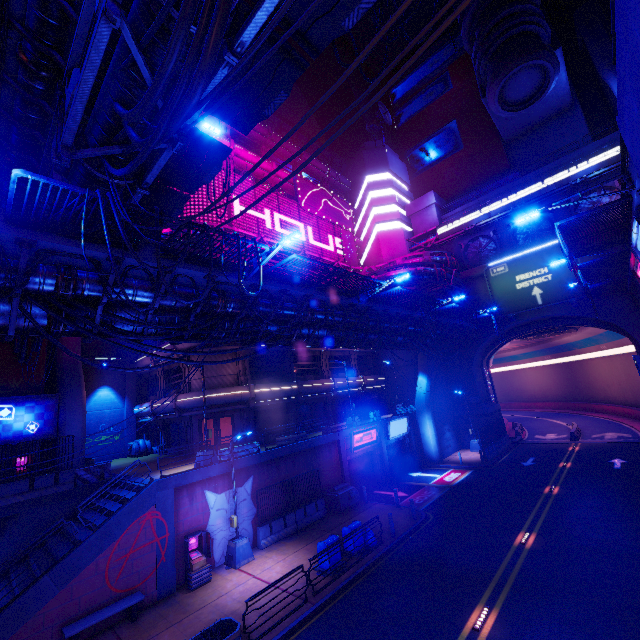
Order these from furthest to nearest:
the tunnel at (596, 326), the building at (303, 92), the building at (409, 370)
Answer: the building at (303, 92)
the building at (409, 370)
the tunnel at (596, 326)

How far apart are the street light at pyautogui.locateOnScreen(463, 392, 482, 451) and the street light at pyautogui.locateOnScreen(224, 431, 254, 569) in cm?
2373

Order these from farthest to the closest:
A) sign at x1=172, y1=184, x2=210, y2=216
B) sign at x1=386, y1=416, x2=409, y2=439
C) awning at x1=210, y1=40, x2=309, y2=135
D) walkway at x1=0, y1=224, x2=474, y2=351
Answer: sign at x1=386, y1=416, x2=409, y2=439 → sign at x1=172, y1=184, x2=210, y2=216 → awning at x1=210, y1=40, x2=309, y2=135 → walkway at x1=0, y1=224, x2=474, y2=351

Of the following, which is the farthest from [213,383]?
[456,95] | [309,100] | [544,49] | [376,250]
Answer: [309,100]

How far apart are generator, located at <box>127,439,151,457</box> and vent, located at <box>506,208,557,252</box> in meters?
41.2

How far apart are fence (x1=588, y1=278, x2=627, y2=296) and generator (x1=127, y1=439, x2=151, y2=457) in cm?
3819

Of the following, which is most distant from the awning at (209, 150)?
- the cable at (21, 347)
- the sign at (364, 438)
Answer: the sign at (364, 438)

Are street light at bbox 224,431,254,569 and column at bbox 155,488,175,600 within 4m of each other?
yes
